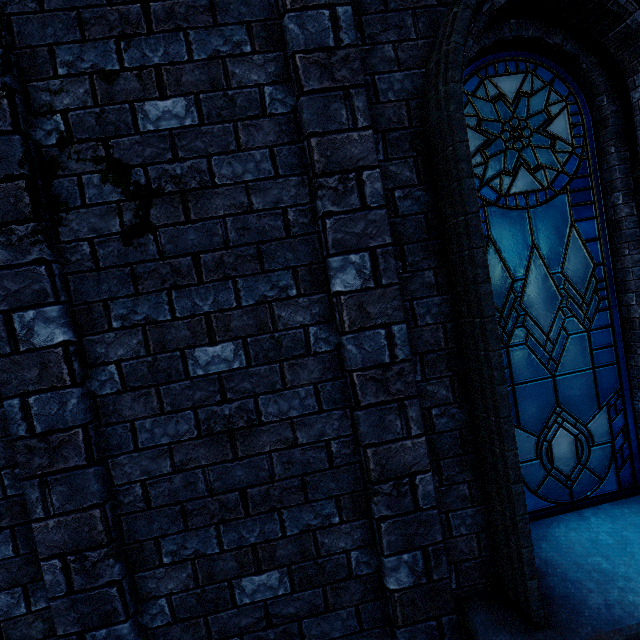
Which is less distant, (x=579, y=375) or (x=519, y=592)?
(x=519, y=592)

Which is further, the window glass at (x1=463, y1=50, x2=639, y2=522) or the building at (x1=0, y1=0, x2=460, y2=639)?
the window glass at (x1=463, y1=50, x2=639, y2=522)

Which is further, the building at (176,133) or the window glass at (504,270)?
the window glass at (504,270)
